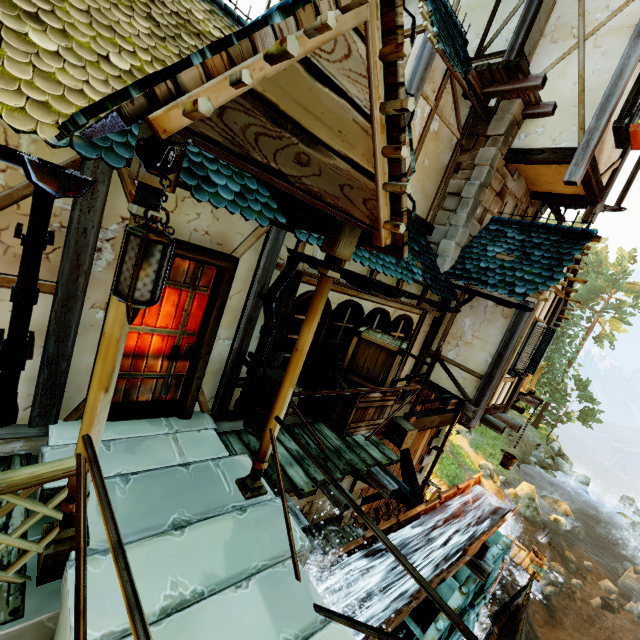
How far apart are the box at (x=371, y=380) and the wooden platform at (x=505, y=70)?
5.2 meters

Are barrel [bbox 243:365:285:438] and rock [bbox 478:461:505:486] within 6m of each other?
no

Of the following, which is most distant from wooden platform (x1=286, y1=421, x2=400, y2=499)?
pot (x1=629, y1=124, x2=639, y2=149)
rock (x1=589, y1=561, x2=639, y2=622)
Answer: rock (x1=589, y1=561, x2=639, y2=622)

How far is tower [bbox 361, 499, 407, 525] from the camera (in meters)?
9.66

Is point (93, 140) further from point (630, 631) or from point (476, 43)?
point (630, 631)

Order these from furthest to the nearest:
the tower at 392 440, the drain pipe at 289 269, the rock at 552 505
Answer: the rock at 552 505 < the tower at 392 440 < the drain pipe at 289 269

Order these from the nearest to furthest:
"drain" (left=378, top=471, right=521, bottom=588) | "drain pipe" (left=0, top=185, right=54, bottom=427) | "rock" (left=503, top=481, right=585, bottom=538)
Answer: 1. "drain pipe" (left=0, top=185, right=54, bottom=427)
2. "drain" (left=378, top=471, right=521, bottom=588)
3. "rock" (left=503, top=481, right=585, bottom=538)
